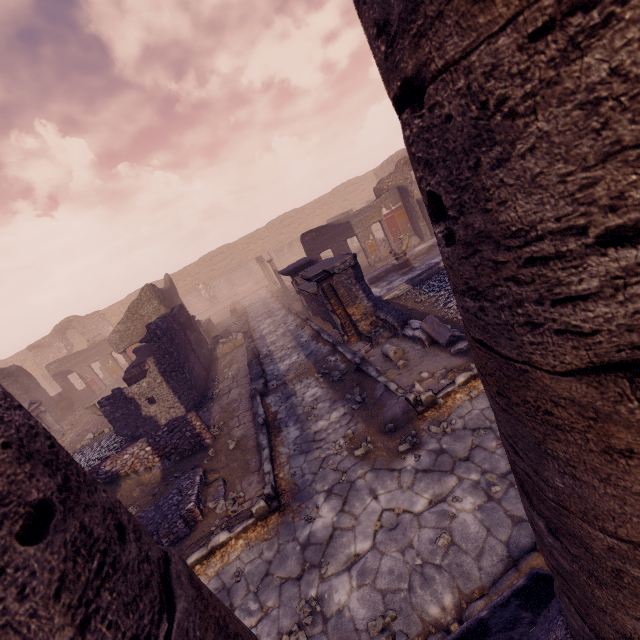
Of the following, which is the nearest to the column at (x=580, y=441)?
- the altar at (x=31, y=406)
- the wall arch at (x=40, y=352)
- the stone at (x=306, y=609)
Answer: the stone at (x=306, y=609)

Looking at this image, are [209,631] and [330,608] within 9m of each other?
yes

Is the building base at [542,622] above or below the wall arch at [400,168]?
below

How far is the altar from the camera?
14.0m

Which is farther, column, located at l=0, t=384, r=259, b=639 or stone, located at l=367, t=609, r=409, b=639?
stone, located at l=367, t=609, r=409, b=639

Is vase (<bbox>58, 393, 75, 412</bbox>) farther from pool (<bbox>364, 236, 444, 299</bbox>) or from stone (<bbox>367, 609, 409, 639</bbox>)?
stone (<bbox>367, 609, 409, 639</bbox>)

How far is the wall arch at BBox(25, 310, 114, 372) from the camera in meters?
29.5

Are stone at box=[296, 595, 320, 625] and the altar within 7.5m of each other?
no
